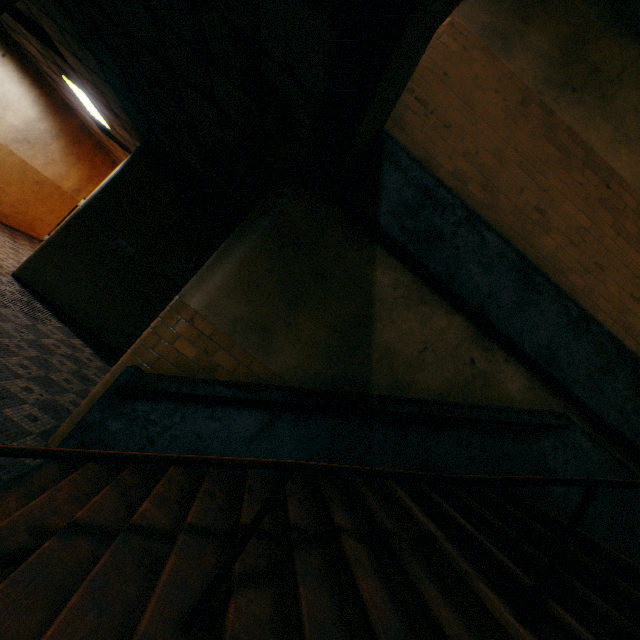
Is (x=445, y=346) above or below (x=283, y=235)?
above

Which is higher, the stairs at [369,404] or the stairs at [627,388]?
the stairs at [627,388]

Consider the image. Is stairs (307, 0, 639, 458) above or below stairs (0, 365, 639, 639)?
above
